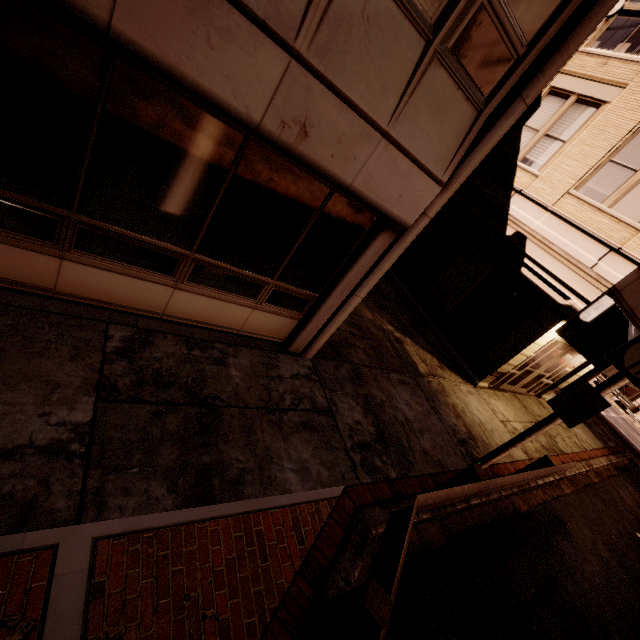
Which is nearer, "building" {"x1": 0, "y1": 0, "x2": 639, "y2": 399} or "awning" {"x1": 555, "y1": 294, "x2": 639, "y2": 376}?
"building" {"x1": 0, "y1": 0, "x2": 639, "y2": 399}

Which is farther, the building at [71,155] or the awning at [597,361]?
the awning at [597,361]

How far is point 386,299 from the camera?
12.00m
